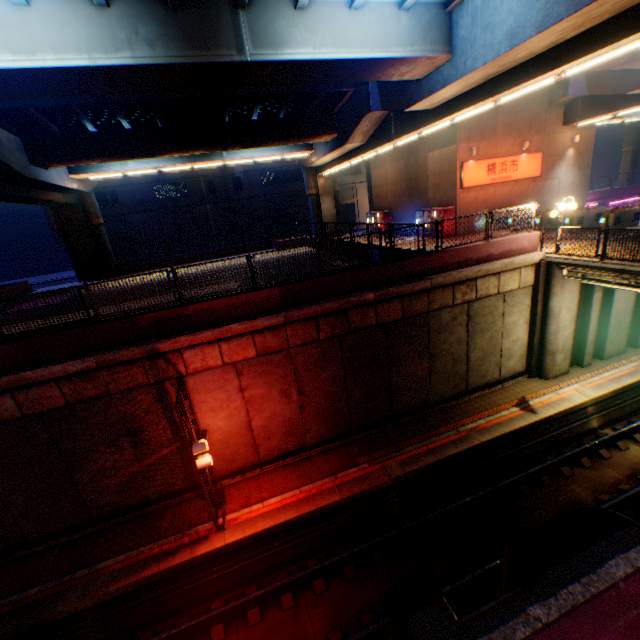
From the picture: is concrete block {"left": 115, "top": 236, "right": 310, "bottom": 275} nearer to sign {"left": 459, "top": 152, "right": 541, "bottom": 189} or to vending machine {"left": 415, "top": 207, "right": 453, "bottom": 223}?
vending machine {"left": 415, "top": 207, "right": 453, "bottom": 223}

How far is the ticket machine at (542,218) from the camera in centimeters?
1888cm

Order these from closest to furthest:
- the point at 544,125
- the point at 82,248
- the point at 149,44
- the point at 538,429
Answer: the point at 149,44 < the point at 538,429 < the point at 544,125 < the point at 82,248

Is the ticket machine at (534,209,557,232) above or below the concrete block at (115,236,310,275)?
above

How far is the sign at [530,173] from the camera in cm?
2112

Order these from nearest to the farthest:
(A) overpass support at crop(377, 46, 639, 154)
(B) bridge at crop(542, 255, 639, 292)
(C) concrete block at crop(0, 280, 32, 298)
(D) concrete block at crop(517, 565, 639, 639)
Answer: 1. (D) concrete block at crop(517, 565, 639, 639)
2. (B) bridge at crop(542, 255, 639, 292)
3. (A) overpass support at crop(377, 46, 639, 154)
4. (C) concrete block at crop(0, 280, 32, 298)

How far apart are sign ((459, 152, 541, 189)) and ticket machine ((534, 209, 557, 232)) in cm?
415

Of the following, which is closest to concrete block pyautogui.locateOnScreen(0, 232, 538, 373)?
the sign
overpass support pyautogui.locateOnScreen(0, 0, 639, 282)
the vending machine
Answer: overpass support pyautogui.locateOnScreen(0, 0, 639, 282)
